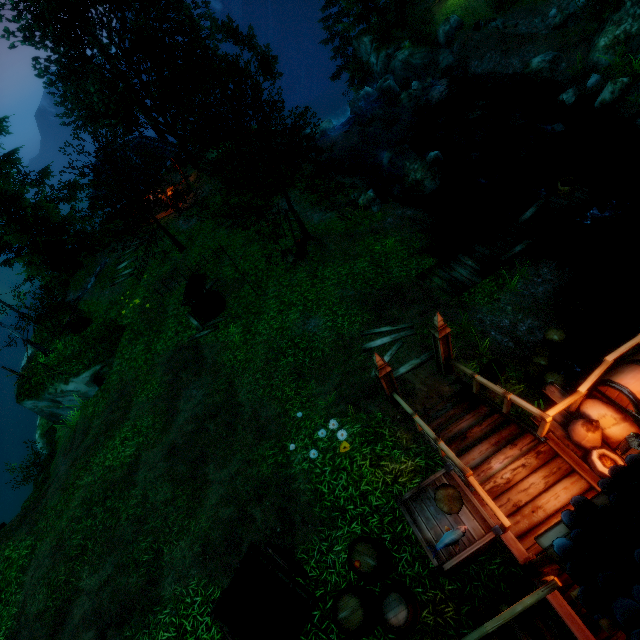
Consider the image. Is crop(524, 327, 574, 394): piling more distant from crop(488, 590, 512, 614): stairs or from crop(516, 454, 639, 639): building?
crop(488, 590, 512, 614): stairs

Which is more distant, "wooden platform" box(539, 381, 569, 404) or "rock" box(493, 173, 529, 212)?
"rock" box(493, 173, 529, 212)

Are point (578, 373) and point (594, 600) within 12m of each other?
yes

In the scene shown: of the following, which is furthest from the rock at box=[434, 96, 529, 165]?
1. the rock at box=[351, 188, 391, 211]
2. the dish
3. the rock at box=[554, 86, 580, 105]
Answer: the dish

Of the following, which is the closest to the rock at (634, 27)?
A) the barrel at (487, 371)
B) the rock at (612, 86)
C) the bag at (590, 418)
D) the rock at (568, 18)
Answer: the rock at (612, 86)

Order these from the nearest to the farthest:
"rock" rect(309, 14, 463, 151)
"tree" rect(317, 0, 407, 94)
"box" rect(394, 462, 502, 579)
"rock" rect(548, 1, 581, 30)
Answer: "box" rect(394, 462, 502, 579) → "rock" rect(548, 1, 581, 30) → "rock" rect(309, 14, 463, 151) → "tree" rect(317, 0, 407, 94)

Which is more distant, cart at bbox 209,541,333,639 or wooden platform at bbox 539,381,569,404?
wooden platform at bbox 539,381,569,404

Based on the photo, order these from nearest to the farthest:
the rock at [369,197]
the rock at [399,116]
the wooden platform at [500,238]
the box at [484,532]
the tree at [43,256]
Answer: the box at [484,532]
the wooden platform at [500,238]
the tree at [43,256]
the rock at [369,197]
the rock at [399,116]
